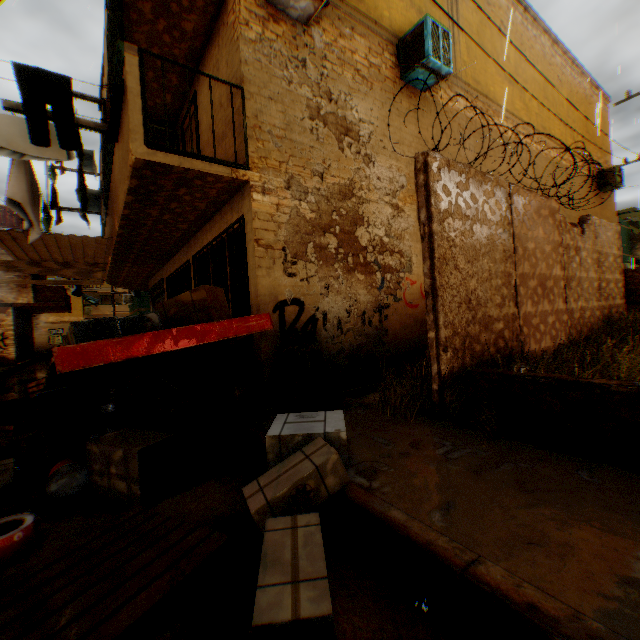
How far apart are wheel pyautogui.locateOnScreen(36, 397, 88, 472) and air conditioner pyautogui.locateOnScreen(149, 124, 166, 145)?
6.1m

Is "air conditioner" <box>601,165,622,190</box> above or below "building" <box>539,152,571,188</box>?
below

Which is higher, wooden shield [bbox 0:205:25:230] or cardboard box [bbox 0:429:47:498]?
wooden shield [bbox 0:205:25:230]

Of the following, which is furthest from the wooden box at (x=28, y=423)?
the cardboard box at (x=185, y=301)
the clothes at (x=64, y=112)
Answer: the clothes at (x=64, y=112)

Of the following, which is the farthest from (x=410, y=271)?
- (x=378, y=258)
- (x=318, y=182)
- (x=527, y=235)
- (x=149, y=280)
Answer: (x=149, y=280)

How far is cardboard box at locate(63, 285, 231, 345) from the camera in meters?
2.7 m

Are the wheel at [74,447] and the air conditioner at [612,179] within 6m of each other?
no

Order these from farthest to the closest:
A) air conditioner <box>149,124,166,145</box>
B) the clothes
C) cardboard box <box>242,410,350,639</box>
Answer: air conditioner <box>149,124,166,145</box>
the clothes
cardboard box <box>242,410,350,639</box>
